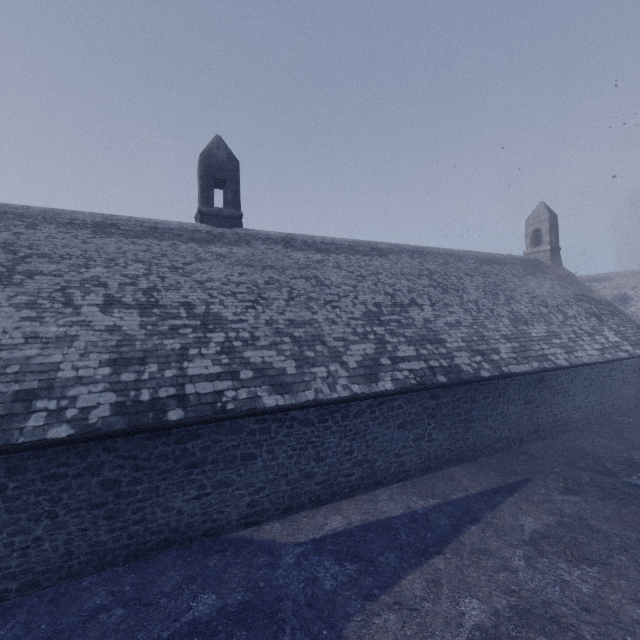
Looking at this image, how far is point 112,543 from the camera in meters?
6.6 m
